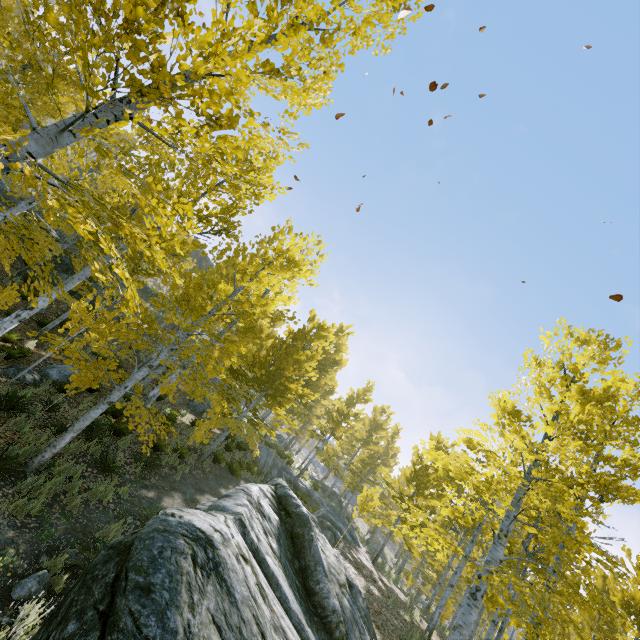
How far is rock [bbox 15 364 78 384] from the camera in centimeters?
1093cm

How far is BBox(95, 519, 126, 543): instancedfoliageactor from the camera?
6.72m

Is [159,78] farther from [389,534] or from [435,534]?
[389,534]

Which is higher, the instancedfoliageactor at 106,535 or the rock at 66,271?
the rock at 66,271

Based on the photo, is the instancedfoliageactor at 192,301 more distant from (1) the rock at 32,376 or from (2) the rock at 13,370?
(1) the rock at 32,376

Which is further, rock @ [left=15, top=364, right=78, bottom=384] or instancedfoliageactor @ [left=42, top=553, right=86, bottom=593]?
rock @ [left=15, top=364, right=78, bottom=384]

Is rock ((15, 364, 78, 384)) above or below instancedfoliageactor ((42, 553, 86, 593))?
above
